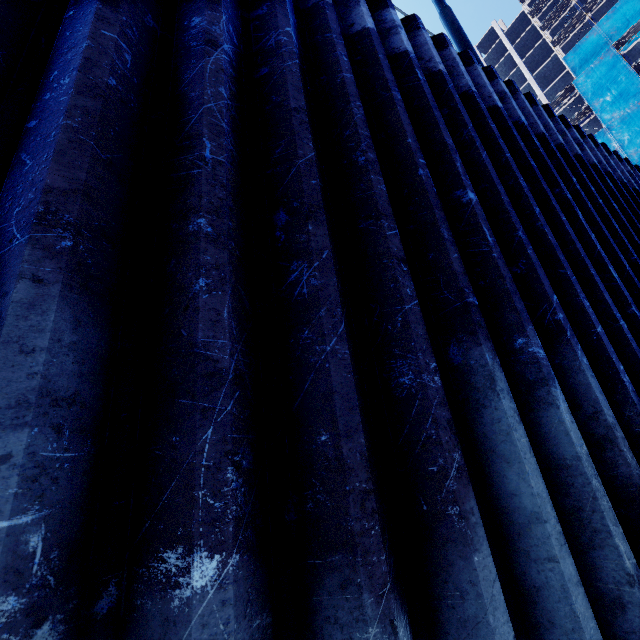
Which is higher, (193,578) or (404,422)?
(404,422)
